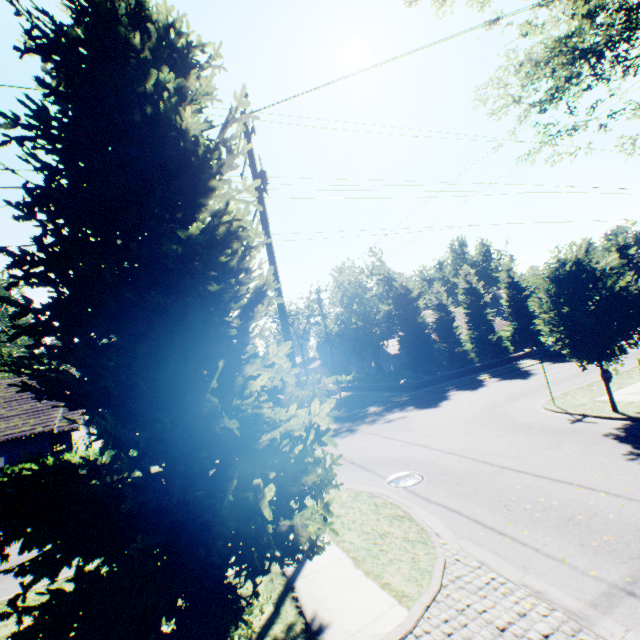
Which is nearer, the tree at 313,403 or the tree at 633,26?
the tree at 313,403

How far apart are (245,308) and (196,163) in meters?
2.7

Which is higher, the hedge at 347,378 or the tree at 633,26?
the tree at 633,26

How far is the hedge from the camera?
28.4 meters

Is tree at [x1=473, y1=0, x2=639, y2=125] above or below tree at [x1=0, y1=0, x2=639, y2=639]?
above

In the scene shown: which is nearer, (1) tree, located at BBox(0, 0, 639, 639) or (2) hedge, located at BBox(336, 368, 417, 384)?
(1) tree, located at BBox(0, 0, 639, 639)

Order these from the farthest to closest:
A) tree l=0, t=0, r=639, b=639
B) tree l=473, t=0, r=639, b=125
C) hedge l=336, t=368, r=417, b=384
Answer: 1. hedge l=336, t=368, r=417, b=384
2. tree l=473, t=0, r=639, b=125
3. tree l=0, t=0, r=639, b=639
